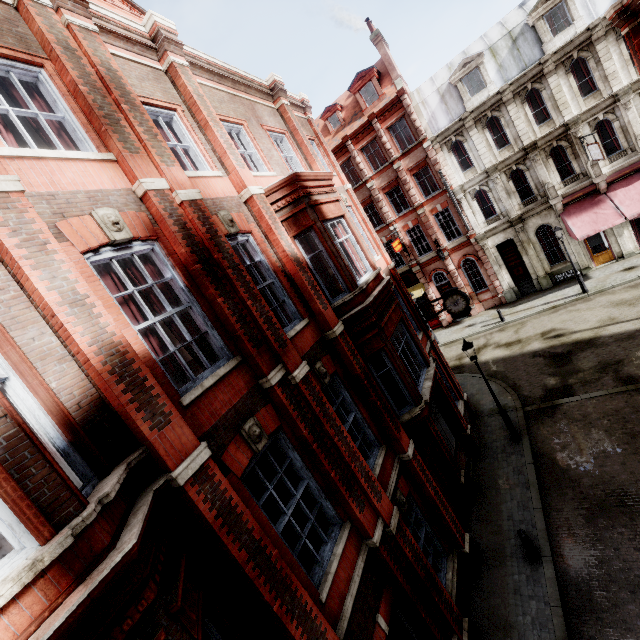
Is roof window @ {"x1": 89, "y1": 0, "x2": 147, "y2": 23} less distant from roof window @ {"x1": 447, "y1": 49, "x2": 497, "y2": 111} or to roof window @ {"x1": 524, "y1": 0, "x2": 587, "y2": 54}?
roof window @ {"x1": 447, "y1": 49, "x2": 497, "y2": 111}

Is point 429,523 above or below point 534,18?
below

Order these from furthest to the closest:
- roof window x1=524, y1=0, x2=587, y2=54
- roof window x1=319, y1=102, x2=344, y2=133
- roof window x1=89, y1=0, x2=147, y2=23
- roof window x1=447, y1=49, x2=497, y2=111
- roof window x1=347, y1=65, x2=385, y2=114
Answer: roof window x1=319, y1=102, x2=344, y2=133
roof window x1=347, y1=65, x2=385, y2=114
roof window x1=447, y1=49, x2=497, y2=111
roof window x1=524, y1=0, x2=587, y2=54
roof window x1=89, y1=0, x2=147, y2=23

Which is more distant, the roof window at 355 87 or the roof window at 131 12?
the roof window at 355 87

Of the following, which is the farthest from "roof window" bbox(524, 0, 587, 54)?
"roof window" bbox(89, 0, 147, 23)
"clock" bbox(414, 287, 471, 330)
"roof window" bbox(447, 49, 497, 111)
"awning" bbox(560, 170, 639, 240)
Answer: "roof window" bbox(89, 0, 147, 23)

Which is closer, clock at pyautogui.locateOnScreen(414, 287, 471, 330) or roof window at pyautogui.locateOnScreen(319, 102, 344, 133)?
clock at pyautogui.locateOnScreen(414, 287, 471, 330)

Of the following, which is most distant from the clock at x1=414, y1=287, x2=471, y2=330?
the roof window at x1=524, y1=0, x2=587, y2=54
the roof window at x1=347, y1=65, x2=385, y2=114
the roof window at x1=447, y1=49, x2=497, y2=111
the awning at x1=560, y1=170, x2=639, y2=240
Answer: the roof window at x1=524, y1=0, x2=587, y2=54

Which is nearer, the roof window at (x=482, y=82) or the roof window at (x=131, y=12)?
the roof window at (x=131, y=12)
